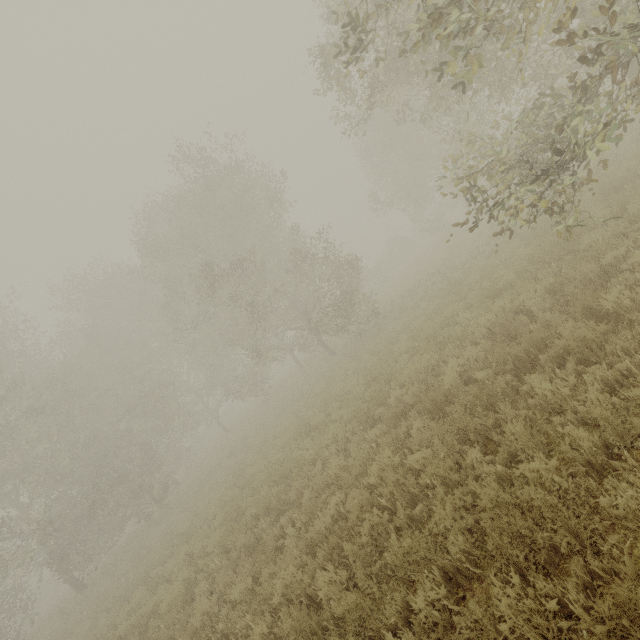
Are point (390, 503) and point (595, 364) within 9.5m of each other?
yes
